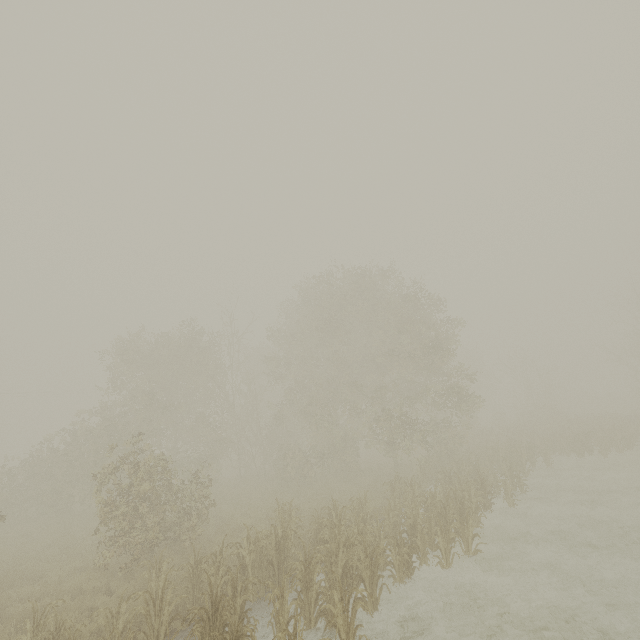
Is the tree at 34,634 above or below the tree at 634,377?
below

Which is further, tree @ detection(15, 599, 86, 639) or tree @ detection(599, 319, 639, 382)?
tree @ detection(599, 319, 639, 382)

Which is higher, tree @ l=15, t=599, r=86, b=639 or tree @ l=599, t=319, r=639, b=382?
tree @ l=599, t=319, r=639, b=382

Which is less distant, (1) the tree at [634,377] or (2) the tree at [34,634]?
(2) the tree at [34,634]

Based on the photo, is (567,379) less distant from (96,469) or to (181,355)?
(181,355)
